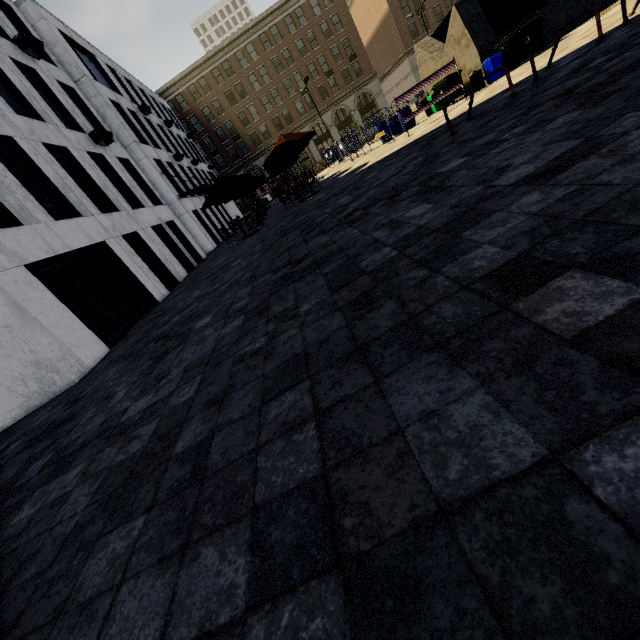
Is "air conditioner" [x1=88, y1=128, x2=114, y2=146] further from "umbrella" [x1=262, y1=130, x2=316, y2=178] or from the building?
the building

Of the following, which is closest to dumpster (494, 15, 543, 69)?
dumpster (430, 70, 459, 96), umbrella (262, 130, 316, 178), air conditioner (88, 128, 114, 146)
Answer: dumpster (430, 70, 459, 96)

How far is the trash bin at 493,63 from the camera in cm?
1256

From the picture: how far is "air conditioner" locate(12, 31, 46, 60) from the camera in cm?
1328

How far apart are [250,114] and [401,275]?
54.3 meters

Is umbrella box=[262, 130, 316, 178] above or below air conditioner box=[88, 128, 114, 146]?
below

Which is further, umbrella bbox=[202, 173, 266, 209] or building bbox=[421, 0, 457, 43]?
building bbox=[421, 0, 457, 43]

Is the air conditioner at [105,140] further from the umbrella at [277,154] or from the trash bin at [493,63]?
the trash bin at [493,63]
